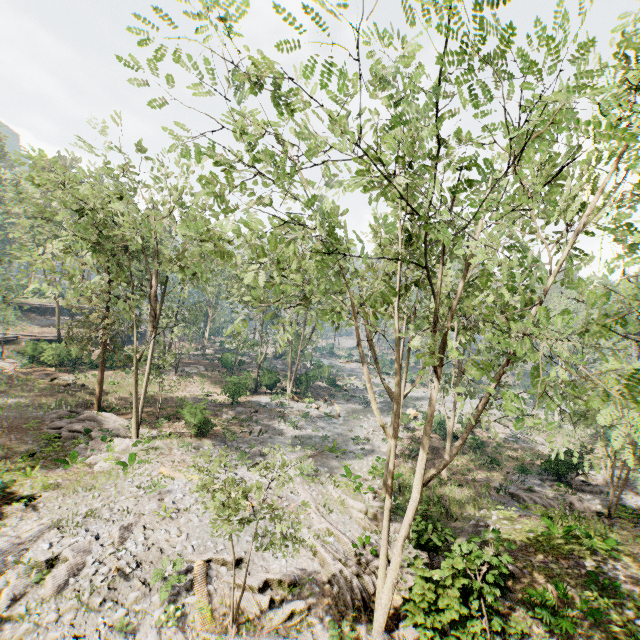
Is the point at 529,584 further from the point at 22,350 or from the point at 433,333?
the point at 22,350

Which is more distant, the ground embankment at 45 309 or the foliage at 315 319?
the ground embankment at 45 309

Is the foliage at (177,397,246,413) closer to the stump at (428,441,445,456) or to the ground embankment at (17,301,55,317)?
the ground embankment at (17,301,55,317)

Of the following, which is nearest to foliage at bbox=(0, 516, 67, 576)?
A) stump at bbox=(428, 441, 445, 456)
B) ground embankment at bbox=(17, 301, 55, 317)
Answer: ground embankment at bbox=(17, 301, 55, 317)

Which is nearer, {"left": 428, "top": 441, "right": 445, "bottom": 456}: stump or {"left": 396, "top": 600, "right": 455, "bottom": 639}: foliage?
{"left": 396, "top": 600, "right": 455, "bottom": 639}: foliage

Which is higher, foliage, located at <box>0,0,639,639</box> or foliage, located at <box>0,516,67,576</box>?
foliage, located at <box>0,0,639,639</box>

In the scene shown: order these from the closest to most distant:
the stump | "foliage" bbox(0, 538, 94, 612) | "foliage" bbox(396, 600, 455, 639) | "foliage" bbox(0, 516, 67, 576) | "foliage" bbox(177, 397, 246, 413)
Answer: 1. "foliage" bbox(396, 600, 455, 639)
2. "foliage" bbox(0, 538, 94, 612)
3. "foliage" bbox(0, 516, 67, 576)
4. "foliage" bbox(177, 397, 246, 413)
5. the stump

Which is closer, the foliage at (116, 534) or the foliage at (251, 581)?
the foliage at (251, 581)
